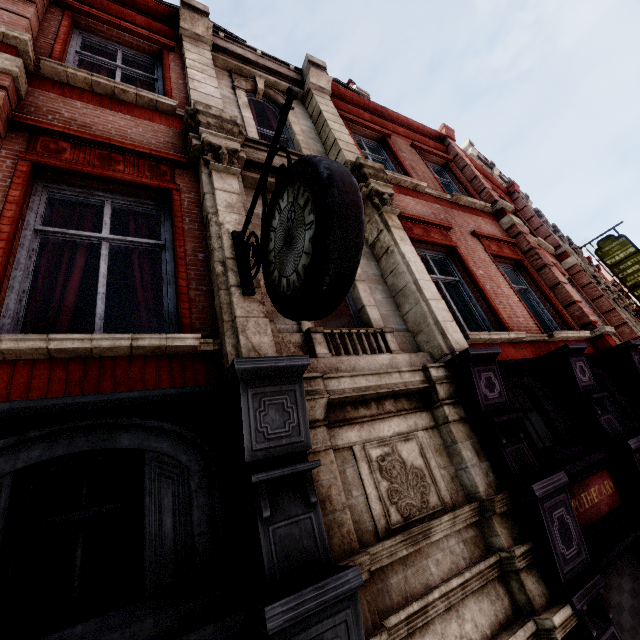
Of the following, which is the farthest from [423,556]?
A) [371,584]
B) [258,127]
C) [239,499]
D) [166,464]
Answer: [258,127]

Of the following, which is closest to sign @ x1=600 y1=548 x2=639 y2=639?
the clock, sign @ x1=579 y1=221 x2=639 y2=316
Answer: the clock

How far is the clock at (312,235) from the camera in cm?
168

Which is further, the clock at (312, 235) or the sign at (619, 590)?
the sign at (619, 590)

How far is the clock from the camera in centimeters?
168cm

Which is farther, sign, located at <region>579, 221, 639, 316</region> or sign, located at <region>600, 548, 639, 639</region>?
sign, located at <region>579, 221, 639, 316</region>

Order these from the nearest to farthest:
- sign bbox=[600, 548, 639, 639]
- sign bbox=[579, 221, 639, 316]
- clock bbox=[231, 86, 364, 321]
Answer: clock bbox=[231, 86, 364, 321] → sign bbox=[600, 548, 639, 639] → sign bbox=[579, 221, 639, 316]
